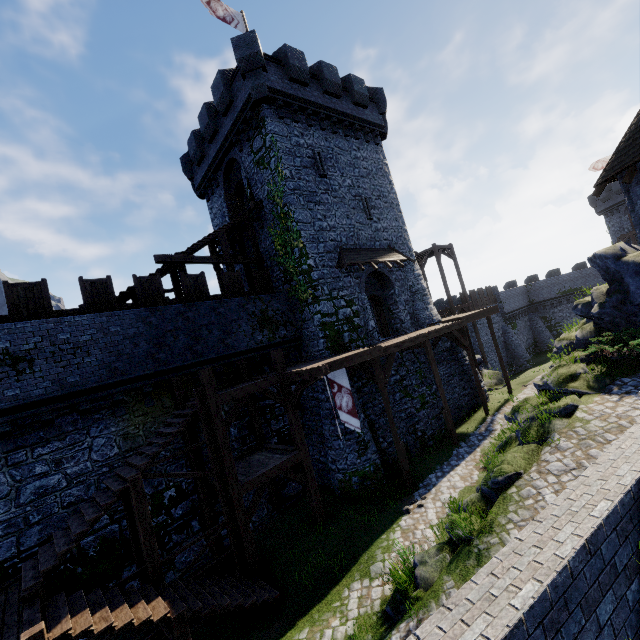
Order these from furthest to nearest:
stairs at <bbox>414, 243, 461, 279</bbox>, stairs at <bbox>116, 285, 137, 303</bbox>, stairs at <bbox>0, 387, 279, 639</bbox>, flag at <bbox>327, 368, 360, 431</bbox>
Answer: stairs at <bbox>414, 243, 461, 279</bbox> → stairs at <bbox>116, 285, 137, 303</bbox> → flag at <bbox>327, 368, 360, 431</bbox> → stairs at <bbox>0, 387, 279, 639</bbox>

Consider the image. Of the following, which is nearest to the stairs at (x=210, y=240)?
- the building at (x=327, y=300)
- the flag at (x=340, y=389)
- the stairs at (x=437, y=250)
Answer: the building at (x=327, y=300)

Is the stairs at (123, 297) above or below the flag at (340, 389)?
above

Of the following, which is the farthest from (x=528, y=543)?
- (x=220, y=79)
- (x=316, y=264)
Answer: (x=220, y=79)

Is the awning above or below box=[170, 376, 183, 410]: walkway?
above

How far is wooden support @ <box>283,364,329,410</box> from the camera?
11.1m

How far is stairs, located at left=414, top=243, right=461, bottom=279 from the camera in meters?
28.1

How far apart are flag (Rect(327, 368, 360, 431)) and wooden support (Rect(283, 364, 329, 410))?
0.8m
